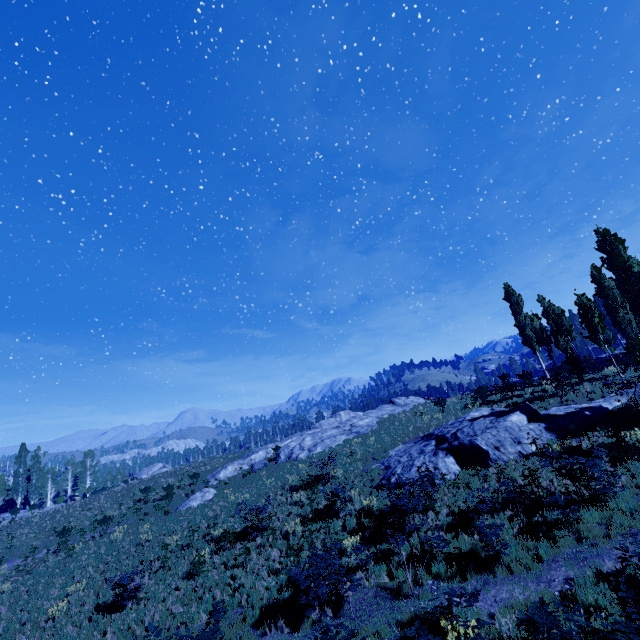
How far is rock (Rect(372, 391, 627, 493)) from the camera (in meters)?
15.80

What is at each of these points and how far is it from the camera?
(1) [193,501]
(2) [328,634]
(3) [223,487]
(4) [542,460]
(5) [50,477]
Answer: (1) rock, 27.0m
(2) instancedfoliageactor, 7.0m
(3) instancedfoliageactor, 29.6m
(4) instancedfoliageactor, 14.0m
(5) instancedfoliageactor, 59.4m

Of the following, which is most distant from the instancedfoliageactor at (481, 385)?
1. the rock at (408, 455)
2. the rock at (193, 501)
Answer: the rock at (193, 501)

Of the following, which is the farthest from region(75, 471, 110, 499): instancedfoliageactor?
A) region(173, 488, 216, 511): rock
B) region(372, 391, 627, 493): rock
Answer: region(173, 488, 216, 511): rock

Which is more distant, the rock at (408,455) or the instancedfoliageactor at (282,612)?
the rock at (408,455)

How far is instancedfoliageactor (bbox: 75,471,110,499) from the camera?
42.79m

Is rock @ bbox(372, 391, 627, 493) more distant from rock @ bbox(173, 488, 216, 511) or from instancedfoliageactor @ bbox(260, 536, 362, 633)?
rock @ bbox(173, 488, 216, 511)
